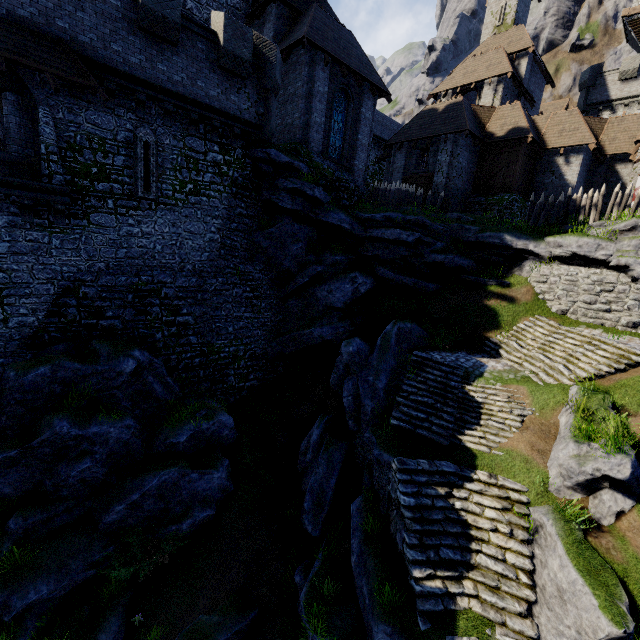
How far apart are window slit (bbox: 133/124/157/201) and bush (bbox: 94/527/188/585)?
12.3m

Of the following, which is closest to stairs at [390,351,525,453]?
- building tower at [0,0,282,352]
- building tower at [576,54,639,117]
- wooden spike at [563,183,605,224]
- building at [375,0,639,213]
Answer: building tower at [0,0,282,352]

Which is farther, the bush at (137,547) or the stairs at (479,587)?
the bush at (137,547)

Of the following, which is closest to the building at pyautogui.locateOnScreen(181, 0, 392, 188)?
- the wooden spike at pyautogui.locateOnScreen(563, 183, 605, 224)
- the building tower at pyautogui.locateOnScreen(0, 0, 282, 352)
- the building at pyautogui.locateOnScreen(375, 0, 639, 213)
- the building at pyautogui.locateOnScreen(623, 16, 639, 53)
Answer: the building tower at pyautogui.locateOnScreen(0, 0, 282, 352)

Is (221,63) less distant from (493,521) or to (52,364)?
(52,364)

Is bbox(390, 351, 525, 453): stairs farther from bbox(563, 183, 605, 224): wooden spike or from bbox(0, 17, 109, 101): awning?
bbox(0, 17, 109, 101): awning

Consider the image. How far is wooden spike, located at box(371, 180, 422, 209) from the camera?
21.2 meters

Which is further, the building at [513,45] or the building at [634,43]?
the building at [634,43]
